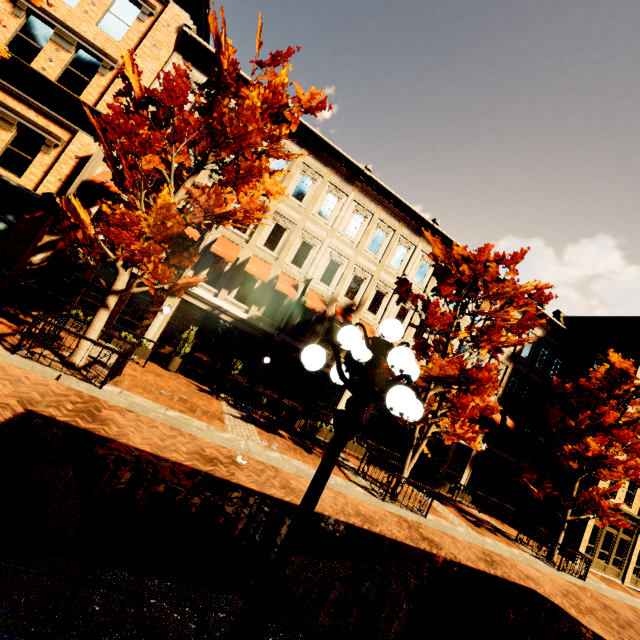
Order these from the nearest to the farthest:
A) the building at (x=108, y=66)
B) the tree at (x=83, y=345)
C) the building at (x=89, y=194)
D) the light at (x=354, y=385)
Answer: the light at (x=354, y=385), the tree at (x=83, y=345), the building at (x=108, y=66), the building at (x=89, y=194)

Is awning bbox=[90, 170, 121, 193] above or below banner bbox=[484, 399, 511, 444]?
above

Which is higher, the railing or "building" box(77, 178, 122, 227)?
"building" box(77, 178, 122, 227)

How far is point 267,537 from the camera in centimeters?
571cm

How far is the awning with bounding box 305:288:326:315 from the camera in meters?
15.6

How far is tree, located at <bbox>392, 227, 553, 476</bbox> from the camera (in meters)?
10.98

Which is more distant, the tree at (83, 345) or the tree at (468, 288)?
the tree at (468, 288)

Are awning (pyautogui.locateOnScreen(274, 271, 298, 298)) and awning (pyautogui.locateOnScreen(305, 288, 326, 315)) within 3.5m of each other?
yes
